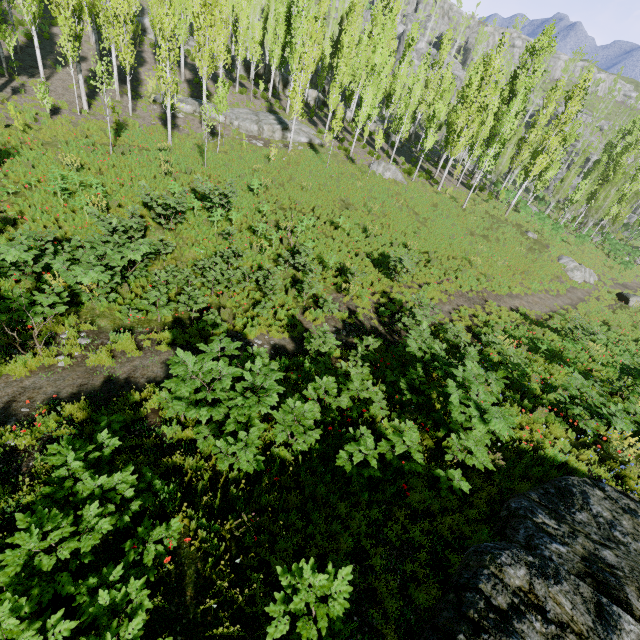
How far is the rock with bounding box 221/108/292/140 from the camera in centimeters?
2738cm

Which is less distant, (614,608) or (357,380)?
(614,608)

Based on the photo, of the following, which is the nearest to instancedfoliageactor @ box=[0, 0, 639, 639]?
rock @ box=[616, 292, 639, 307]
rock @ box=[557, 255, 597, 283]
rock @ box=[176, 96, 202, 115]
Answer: rock @ box=[176, 96, 202, 115]

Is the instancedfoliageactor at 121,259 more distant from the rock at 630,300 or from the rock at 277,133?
the rock at 630,300

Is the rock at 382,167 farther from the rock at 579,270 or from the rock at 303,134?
the rock at 579,270

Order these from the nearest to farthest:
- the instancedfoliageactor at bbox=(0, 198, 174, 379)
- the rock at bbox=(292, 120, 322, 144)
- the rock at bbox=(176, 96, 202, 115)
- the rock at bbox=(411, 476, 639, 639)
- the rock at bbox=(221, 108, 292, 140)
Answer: the rock at bbox=(411, 476, 639, 639) < the instancedfoliageactor at bbox=(0, 198, 174, 379) < the rock at bbox=(176, 96, 202, 115) < the rock at bbox=(221, 108, 292, 140) < the rock at bbox=(292, 120, 322, 144)

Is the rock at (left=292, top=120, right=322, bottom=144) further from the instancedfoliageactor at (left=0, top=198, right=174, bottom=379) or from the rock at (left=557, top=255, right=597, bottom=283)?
the rock at (left=557, top=255, right=597, bottom=283)

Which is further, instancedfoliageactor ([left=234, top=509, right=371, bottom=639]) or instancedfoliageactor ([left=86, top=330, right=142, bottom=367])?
instancedfoliageactor ([left=86, top=330, right=142, bottom=367])
